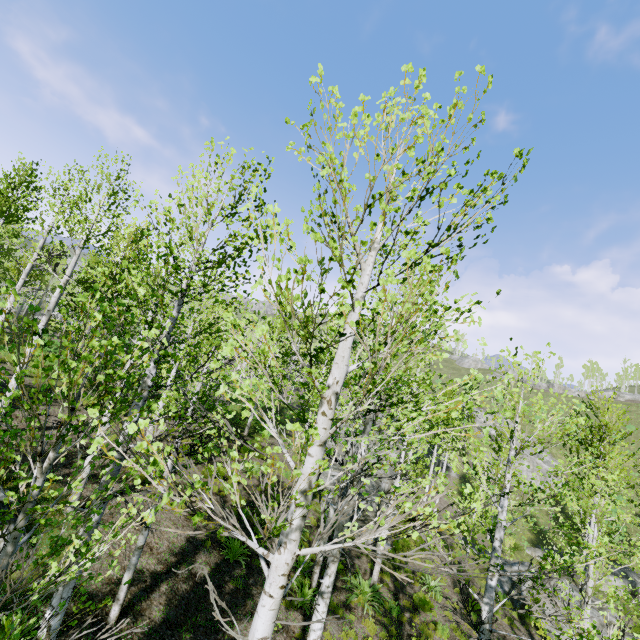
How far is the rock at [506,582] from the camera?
15.7m

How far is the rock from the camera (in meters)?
15.71

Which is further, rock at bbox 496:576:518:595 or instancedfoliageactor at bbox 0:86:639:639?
rock at bbox 496:576:518:595

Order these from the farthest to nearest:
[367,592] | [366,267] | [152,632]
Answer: [367,592] < [152,632] < [366,267]

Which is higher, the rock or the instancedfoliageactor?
the instancedfoliageactor

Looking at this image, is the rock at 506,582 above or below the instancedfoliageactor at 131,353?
below
